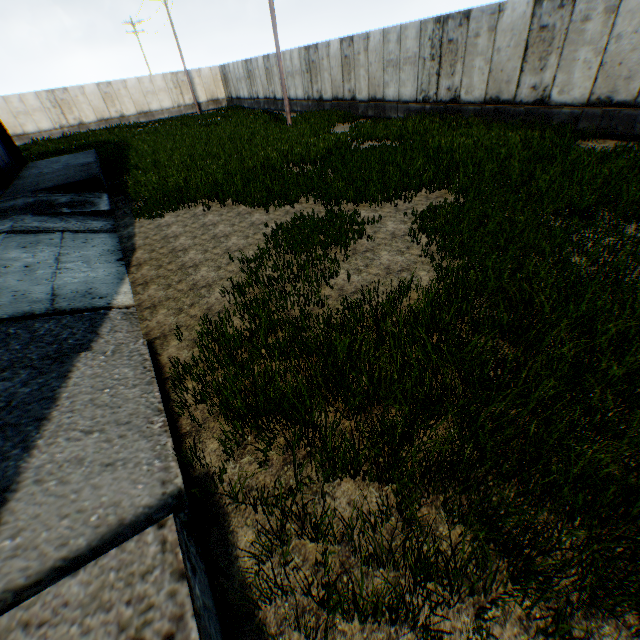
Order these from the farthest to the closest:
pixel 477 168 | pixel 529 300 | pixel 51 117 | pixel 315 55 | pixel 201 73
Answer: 1. pixel 201 73
2. pixel 51 117
3. pixel 315 55
4. pixel 477 168
5. pixel 529 300
